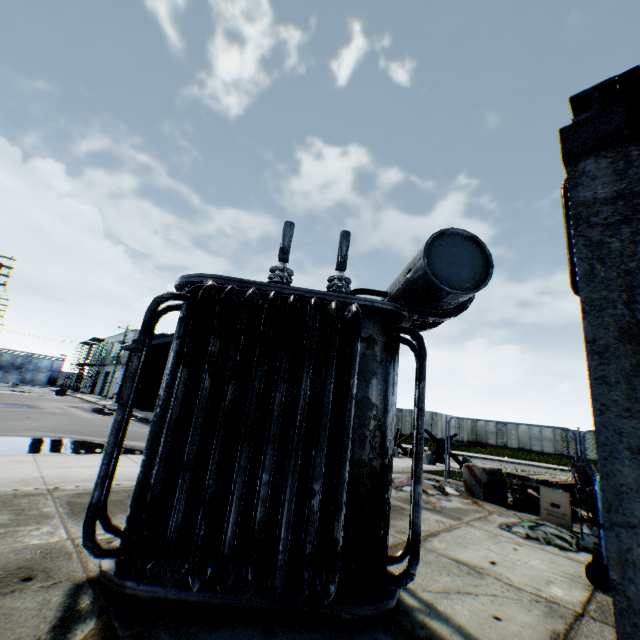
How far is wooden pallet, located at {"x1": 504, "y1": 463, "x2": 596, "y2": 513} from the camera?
7.6 meters

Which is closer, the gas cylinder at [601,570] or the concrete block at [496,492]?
the gas cylinder at [601,570]

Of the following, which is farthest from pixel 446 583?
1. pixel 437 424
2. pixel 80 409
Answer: pixel 437 424

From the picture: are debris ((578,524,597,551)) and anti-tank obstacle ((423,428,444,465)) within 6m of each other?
no

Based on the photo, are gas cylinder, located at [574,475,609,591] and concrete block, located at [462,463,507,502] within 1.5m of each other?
no

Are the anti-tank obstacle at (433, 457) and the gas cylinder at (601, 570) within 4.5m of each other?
no

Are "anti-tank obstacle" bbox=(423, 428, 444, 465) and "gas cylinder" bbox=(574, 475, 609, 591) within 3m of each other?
no

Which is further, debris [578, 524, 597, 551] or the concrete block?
the concrete block
